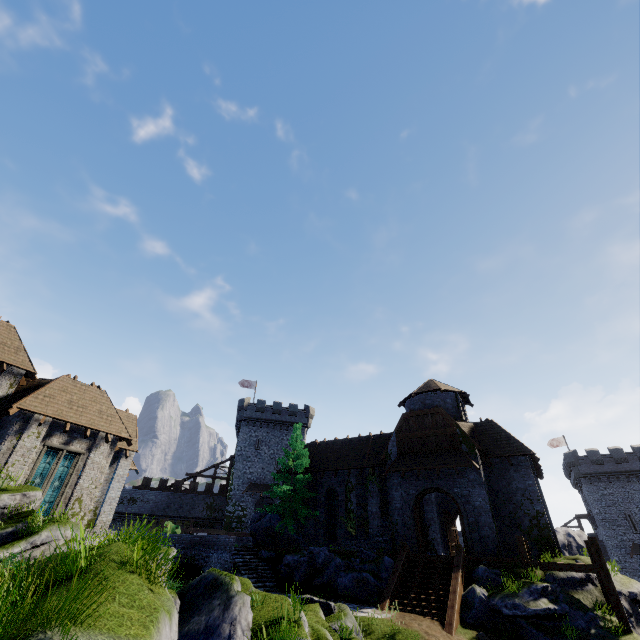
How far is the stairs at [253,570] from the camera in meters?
18.5 m

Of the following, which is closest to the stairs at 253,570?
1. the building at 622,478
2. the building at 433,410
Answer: the building at 433,410

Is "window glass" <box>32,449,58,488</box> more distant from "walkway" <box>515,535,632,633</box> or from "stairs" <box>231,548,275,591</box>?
"walkway" <box>515,535,632,633</box>

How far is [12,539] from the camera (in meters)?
12.16

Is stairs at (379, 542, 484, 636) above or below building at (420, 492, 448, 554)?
below

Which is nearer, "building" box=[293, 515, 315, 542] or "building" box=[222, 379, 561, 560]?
"building" box=[222, 379, 561, 560]

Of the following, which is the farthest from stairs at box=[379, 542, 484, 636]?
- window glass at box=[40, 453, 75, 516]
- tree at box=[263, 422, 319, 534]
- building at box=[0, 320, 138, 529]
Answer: window glass at box=[40, 453, 75, 516]

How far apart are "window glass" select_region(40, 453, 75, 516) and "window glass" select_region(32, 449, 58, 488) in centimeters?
20cm
